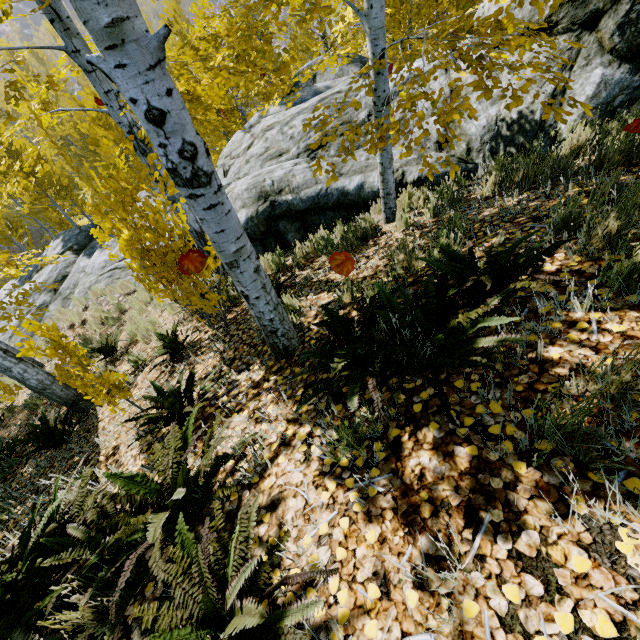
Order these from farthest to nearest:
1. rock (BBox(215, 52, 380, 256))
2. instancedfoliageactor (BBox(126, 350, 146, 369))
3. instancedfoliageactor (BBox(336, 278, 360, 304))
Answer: rock (BBox(215, 52, 380, 256)) < instancedfoliageactor (BBox(126, 350, 146, 369)) < instancedfoliageactor (BBox(336, 278, 360, 304))

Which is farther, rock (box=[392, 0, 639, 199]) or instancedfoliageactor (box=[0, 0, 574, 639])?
rock (box=[392, 0, 639, 199])

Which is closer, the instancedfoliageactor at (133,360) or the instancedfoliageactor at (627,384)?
the instancedfoliageactor at (627,384)

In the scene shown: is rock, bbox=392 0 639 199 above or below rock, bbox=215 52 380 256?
above

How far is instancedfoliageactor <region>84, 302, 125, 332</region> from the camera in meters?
7.8 m

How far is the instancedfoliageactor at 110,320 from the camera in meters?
7.8

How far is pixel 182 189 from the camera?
1.71m
